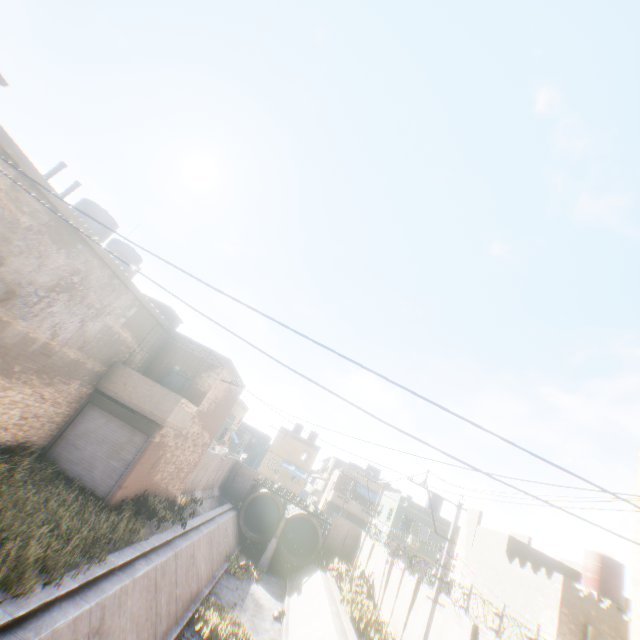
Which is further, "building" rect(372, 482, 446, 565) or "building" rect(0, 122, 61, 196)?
"building" rect(372, 482, 446, 565)

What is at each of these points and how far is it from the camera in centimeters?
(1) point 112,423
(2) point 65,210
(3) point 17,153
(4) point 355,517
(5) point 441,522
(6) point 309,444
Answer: (1) rolling overhead door, 1354cm
(2) building, 934cm
(3) building, 771cm
(4) building, 4356cm
(5) building, 3225cm
(6) building, 4922cm

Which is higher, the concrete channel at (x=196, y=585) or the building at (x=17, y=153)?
the building at (x=17, y=153)

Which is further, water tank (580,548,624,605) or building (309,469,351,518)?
building (309,469,351,518)

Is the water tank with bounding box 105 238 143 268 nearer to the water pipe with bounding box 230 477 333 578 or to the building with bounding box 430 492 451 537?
the water pipe with bounding box 230 477 333 578

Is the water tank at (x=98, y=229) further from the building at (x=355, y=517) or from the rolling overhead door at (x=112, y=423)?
the building at (x=355, y=517)

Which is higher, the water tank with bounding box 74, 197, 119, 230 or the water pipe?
the water tank with bounding box 74, 197, 119, 230

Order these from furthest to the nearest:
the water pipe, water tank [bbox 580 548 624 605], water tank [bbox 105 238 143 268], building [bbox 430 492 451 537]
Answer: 1. building [bbox 430 492 451 537]
2. the water pipe
3. water tank [bbox 580 548 624 605]
4. water tank [bbox 105 238 143 268]
